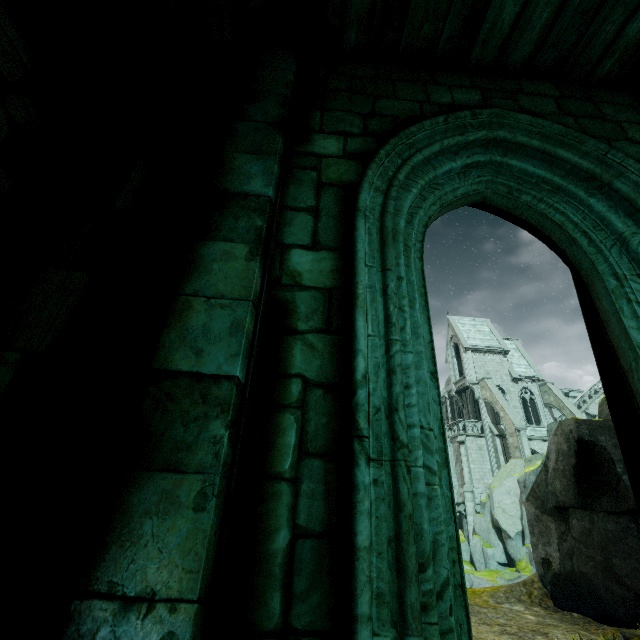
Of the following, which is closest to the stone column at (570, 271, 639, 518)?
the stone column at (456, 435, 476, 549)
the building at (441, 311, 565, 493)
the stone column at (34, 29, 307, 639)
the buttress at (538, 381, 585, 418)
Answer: the stone column at (34, 29, 307, 639)

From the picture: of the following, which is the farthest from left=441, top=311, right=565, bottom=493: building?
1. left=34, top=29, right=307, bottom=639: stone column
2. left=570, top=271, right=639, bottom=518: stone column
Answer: left=34, top=29, right=307, bottom=639: stone column

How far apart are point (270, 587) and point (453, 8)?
3.9m

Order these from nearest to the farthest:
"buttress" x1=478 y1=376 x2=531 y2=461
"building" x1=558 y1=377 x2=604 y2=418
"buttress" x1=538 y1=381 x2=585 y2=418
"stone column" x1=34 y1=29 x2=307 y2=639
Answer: "stone column" x1=34 y1=29 x2=307 y2=639 → "buttress" x1=478 y1=376 x2=531 y2=461 → "buttress" x1=538 y1=381 x2=585 y2=418 → "building" x1=558 y1=377 x2=604 y2=418

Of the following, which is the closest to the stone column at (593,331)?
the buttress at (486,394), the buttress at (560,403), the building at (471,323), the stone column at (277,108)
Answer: the stone column at (277,108)

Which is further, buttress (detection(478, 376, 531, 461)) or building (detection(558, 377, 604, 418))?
building (detection(558, 377, 604, 418))

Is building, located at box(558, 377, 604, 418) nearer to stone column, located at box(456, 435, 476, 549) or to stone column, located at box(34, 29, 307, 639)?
Result: stone column, located at box(456, 435, 476, 549)

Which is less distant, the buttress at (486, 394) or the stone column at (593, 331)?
the stone column at (593, 331)
